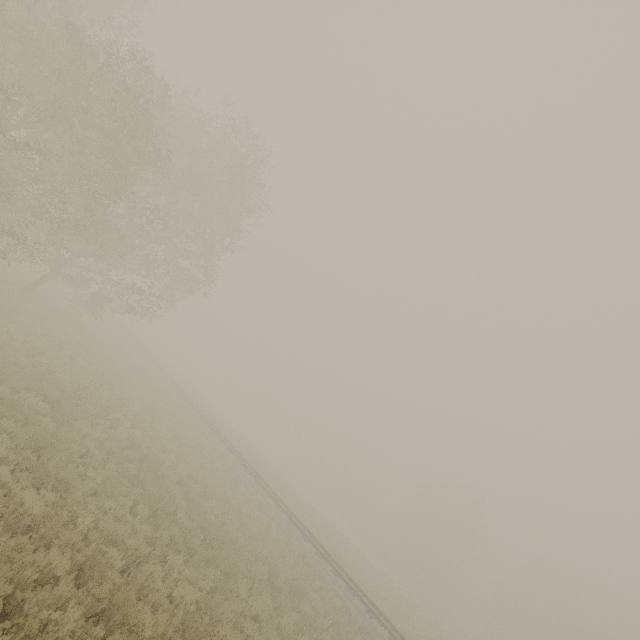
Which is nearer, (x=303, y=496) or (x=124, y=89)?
(x=124, y=89)
